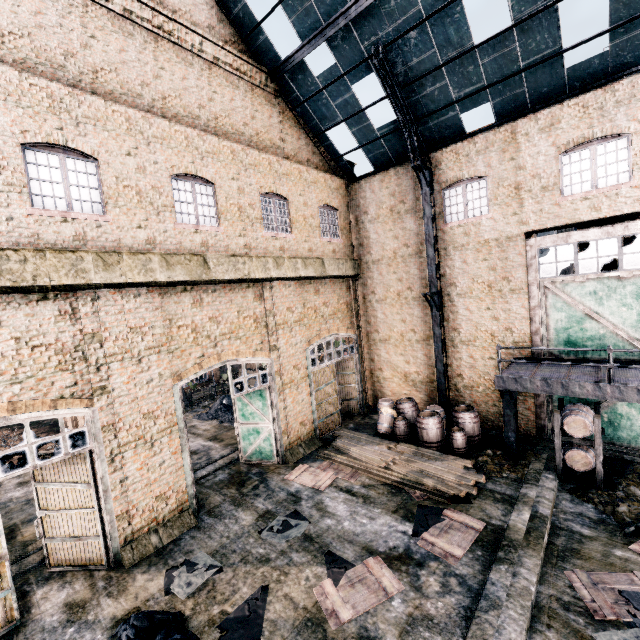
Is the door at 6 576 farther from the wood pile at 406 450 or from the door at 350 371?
the door at 350 371

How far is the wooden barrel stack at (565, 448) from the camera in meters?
10.3 m

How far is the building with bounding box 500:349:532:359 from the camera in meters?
13.7

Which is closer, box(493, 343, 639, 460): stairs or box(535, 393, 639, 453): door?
box(493, 343, 639, 460): stairs

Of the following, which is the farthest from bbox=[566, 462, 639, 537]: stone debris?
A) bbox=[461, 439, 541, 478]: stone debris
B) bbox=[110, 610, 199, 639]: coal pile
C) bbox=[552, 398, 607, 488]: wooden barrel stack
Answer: bbox=[110, 610, 199, 639]: coal pile

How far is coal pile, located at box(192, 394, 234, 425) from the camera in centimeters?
2111cm

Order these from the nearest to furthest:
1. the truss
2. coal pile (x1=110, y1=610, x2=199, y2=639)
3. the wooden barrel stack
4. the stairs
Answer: coal pile (x1=110, y1=610, x2=199, y2=639), the stairs, the wooden barrel stack, the truss

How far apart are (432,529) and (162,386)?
9.5m
